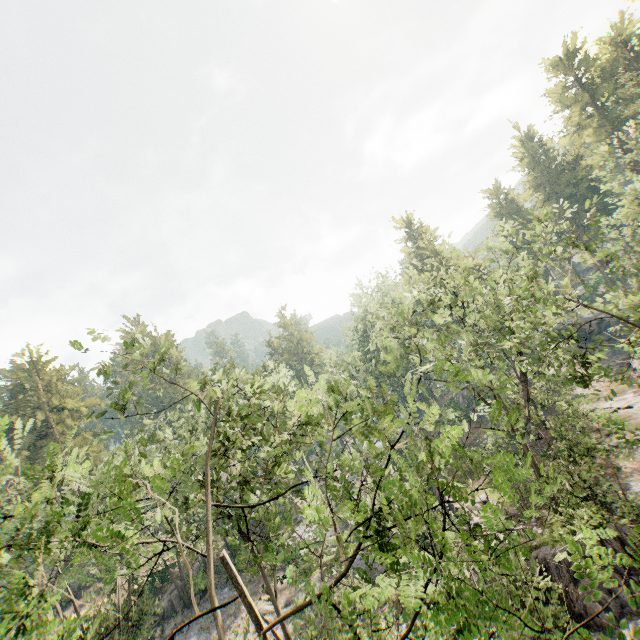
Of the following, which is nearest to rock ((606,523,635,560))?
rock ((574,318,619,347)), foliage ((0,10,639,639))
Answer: foliage ((0,10,639,639))

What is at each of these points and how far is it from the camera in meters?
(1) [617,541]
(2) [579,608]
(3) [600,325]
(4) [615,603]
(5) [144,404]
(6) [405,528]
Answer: (1) rock, 17.4 m
(2) rock, 16.2 m
(3) rock, 46.4 m
(4) rock, 15.7 m
(5) foliage, 11.5 m
(6) foliage, 4.1 m

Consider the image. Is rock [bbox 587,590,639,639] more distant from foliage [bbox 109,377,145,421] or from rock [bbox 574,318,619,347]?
rock [bbox 574,318,619,347]

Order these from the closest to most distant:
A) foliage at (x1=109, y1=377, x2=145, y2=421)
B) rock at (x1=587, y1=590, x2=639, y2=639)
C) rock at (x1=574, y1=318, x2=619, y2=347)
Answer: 1. foliage at (x1=109, y1=377, x2=145, y2=421)
2. rock at (x1=587, y1=590, x2=639, y2=639)
3. rock at (x1=574, y1=318, x2=619, y2=347)

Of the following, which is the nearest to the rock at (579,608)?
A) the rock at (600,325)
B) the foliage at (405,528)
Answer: the foliage at (405,528)

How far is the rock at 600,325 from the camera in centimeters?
4422cm
